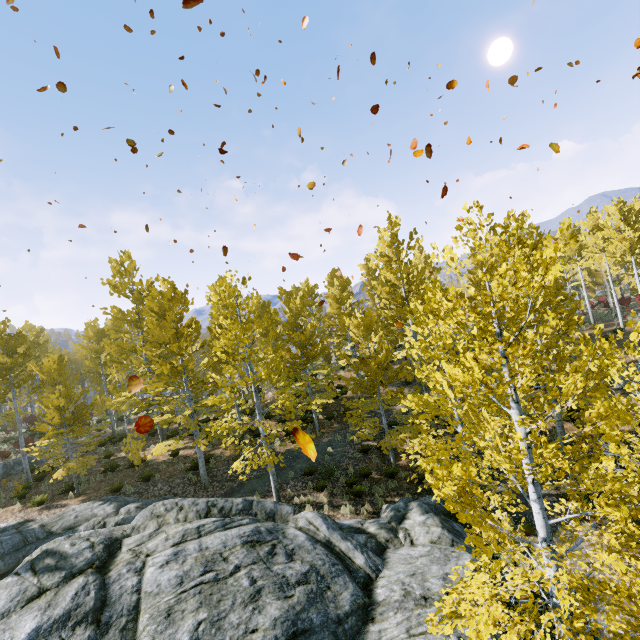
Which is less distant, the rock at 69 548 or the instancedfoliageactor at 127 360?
the instancedfoliageactor at 127 360

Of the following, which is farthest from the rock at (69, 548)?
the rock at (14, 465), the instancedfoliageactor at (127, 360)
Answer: the rock at (14, 465)

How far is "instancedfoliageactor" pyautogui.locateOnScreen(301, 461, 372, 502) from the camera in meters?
13.1

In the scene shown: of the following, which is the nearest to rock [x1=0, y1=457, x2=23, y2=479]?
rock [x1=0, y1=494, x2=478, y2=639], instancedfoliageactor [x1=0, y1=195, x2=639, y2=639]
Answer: instancedfoliageactor [x1=0, y1=195, x2=639, y2=639]

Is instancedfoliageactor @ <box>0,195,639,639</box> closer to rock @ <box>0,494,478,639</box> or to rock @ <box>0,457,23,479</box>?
rock @ <box>0,494,478,639</box>

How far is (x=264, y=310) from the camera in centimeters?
2655cm

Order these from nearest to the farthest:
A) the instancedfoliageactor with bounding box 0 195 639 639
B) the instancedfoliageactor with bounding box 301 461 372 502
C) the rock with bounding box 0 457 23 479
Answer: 1. the instancedfoliageactor with bounding box 0 195 639 639
2. the instancedfoliageactor with bounding box 301 461 372 502
3. the rock with bounding box 0 457 23 479
